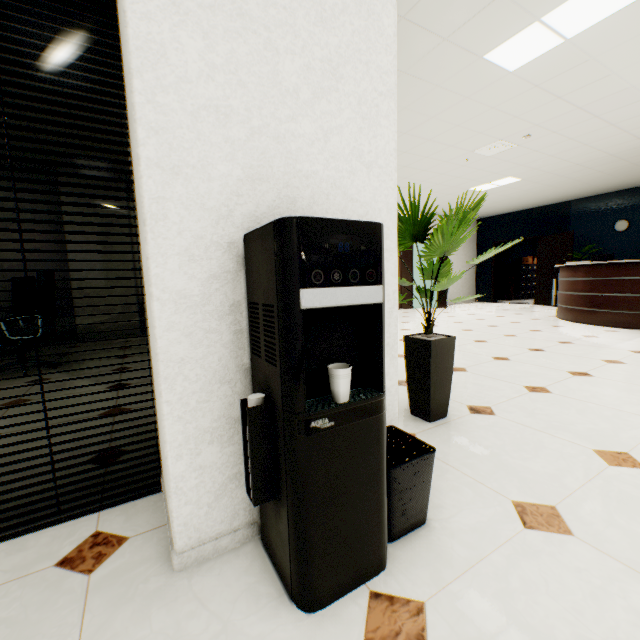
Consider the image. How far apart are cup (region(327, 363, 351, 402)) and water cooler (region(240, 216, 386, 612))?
0.0 meters

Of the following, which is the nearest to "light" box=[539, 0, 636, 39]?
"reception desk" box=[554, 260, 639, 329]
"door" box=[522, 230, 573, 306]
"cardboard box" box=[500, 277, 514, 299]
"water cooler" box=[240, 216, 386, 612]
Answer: "water cooler" box=[240, 216, 386, 612]

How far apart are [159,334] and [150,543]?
0.82m

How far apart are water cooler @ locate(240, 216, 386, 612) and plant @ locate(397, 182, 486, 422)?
0.7m

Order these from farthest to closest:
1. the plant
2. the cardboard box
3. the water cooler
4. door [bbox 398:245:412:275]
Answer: the cardboard box < door [bbox 398:245:412:275] < the plant < the water cooler

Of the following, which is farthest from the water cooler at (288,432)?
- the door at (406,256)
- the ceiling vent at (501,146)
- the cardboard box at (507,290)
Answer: the cardboard box at (507,290)

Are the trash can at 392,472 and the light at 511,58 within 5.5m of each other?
yes

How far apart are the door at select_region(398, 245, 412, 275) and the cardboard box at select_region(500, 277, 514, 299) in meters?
4.7 m
